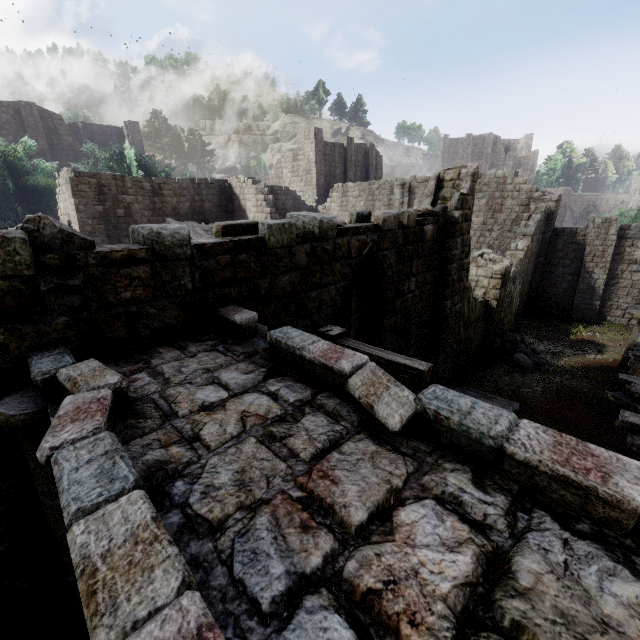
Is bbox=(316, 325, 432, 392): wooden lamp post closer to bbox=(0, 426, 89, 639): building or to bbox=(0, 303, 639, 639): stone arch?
bbox=(0, 303, 639, 639): stone arch

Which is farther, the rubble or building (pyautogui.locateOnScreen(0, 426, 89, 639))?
the rubble

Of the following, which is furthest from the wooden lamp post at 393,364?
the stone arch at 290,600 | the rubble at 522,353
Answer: the rubble at 522,353

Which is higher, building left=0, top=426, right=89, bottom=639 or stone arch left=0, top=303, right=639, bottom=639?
stone arch left=0, top=303, right=639, bottom=639

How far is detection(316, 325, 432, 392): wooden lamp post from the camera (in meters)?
3.57

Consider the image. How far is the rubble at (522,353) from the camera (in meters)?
13.98

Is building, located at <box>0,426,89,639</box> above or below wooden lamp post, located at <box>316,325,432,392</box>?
below

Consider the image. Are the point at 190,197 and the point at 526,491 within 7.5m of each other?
no
